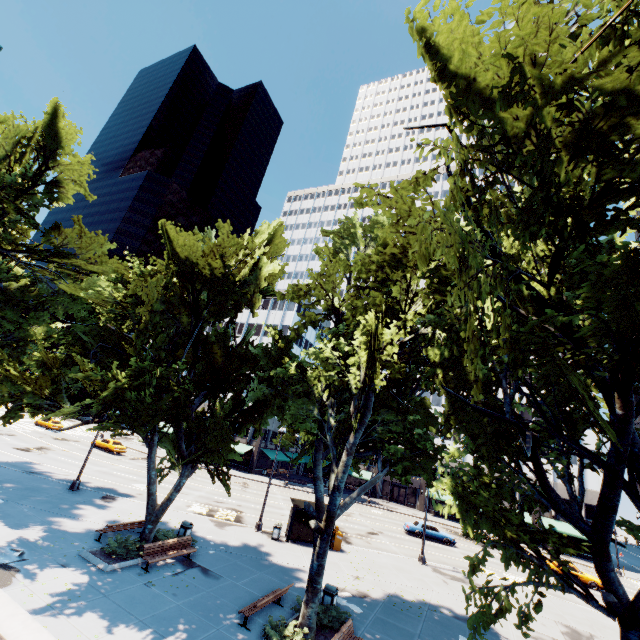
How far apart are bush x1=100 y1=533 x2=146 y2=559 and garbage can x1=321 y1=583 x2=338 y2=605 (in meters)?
8.62

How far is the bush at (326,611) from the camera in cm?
1262

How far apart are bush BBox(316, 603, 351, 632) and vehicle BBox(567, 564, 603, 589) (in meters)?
29.87

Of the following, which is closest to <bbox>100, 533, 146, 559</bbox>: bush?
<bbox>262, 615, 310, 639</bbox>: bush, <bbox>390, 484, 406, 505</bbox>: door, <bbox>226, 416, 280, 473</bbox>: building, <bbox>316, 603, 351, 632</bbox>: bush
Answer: <bbox>262, 615, 310, 639</bbox>: bush

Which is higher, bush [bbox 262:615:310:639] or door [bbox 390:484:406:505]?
door [bbox 390:484:406:505]

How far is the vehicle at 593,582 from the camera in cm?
2929

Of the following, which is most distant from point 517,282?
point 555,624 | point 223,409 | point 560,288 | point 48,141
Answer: point 48,141

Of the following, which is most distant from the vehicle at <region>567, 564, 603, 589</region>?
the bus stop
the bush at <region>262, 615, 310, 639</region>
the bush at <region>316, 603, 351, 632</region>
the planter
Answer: the planter
